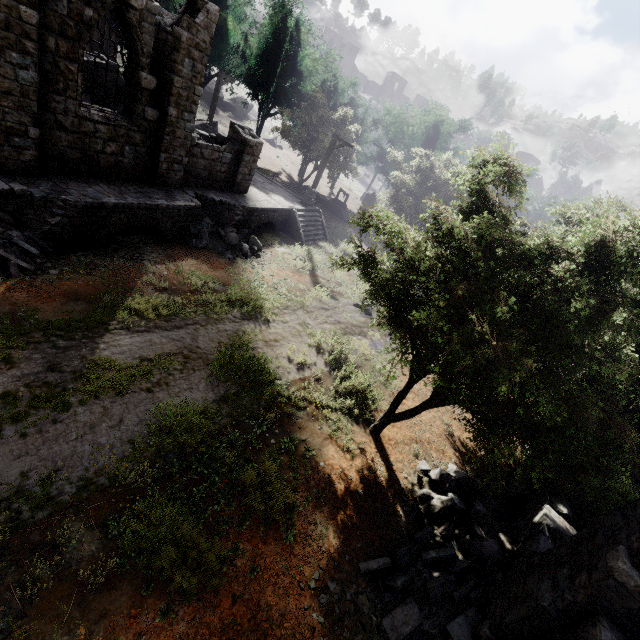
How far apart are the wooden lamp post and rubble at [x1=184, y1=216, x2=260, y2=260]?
7.9m

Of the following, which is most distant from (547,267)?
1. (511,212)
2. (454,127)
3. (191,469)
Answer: (454,127)

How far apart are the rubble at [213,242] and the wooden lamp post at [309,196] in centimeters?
791cm

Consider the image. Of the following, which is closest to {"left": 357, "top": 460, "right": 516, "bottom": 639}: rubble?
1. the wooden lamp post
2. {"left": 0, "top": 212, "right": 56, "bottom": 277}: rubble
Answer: {"left": 0, "top": 212, "right": 56, "bottom": 277}: rubble

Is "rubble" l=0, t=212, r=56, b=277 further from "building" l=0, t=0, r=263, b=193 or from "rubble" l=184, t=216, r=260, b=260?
"rubble" l=184, t=216, r=260, b=260

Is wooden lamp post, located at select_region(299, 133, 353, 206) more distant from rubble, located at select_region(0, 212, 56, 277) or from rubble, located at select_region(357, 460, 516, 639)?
rubble, located at select_region(357, 460, 516, 639)

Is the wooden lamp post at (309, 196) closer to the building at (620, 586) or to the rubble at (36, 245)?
the building at (620, 586)

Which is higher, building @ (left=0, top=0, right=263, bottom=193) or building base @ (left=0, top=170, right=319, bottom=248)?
building @ (left=0, top=0, right=263, bottom=193)
